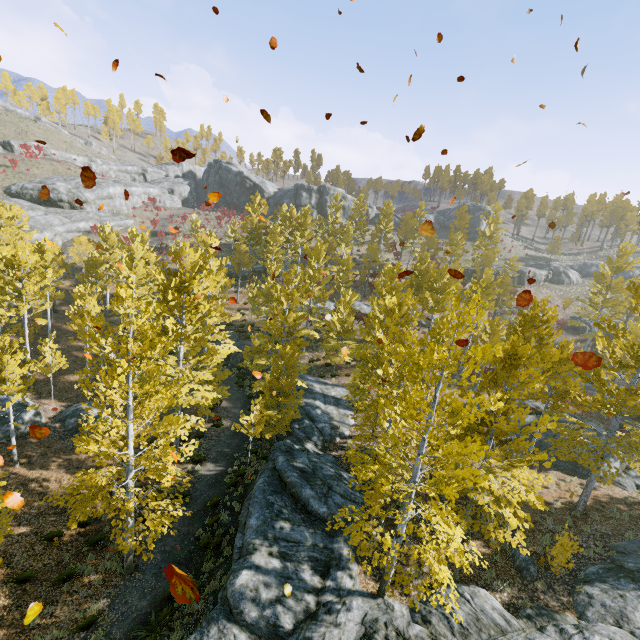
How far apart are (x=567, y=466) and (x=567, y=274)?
39.93m

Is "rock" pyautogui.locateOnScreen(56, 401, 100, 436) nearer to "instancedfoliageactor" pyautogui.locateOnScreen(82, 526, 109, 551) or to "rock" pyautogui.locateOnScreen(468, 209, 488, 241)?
"instancedfoliageactor" pyautogui.locateOnScreen(82, 526, 109, 551)

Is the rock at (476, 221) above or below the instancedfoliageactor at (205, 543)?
above

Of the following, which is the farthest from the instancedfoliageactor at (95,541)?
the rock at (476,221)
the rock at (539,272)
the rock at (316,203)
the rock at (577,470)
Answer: the rock at (476,221)

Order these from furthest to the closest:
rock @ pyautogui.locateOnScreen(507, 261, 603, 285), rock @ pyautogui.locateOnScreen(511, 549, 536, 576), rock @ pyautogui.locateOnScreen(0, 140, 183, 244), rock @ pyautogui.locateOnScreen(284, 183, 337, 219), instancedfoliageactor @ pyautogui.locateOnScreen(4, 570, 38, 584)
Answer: rock @ pyautogui.locateOnScreen(284, 183, 337, 219) < rock @ pyautogui.locateOnScreen(507, 261, 603, 285) < rock @ pyautogui.locateOnScreen(0, 140, 183, 244) < rock @ pyautogui.locateOnScreen(511, 549, 536, 576) < instancedfoliageactor @ pyautogui.locateOnScreen(4, 570, 38, 584)

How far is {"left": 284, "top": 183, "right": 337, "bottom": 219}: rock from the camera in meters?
58.6 m

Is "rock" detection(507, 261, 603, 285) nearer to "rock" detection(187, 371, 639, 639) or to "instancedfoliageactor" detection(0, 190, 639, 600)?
"instancedfoliageactor" detection(0, 190, 639, 600)

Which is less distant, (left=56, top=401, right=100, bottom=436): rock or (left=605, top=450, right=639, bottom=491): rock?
(left=605, top=450, right=639, bottom=491): rock
